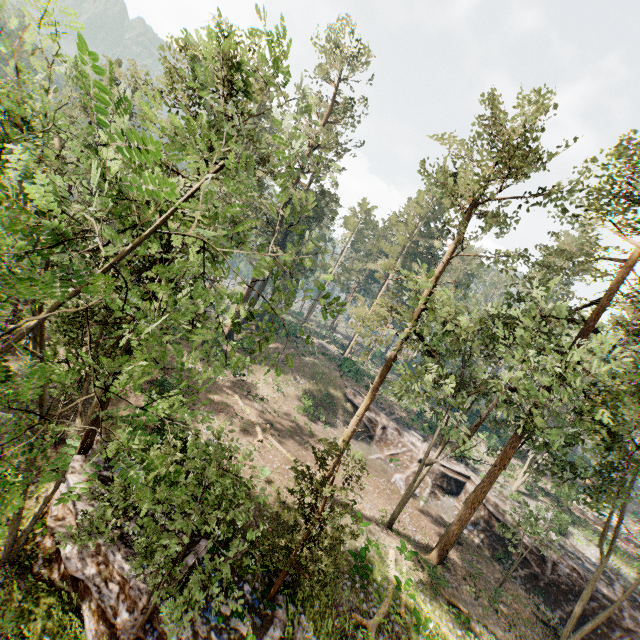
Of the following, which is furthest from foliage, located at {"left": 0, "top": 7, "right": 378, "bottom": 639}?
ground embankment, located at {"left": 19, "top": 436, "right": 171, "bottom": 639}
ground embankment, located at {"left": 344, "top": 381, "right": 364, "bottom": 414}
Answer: ground embankment, located at {"left": 344, "top": 381, "right": 364, "bottom": 414}

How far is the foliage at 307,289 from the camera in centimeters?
617cm

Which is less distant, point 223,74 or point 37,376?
point 37,376

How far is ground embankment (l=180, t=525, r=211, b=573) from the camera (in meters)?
14.42

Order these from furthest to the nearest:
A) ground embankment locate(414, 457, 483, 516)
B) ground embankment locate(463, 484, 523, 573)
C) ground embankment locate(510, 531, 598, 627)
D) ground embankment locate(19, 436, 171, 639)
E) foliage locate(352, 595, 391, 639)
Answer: ground embankment locate(414, 457, 483, 516) < ground embankment locate(463, 484, 523, 573) < ground embankment locate(510, 531, 598, 627) < foliage locate(352, 595, 391, 639) < ground embankment locate(19, 436, 171, 639)

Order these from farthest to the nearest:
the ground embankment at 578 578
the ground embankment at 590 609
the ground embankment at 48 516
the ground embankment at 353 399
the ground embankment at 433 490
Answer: the ground embankment at 353 399 < the ground embankment at 433 490 < the ground embankment at 578 578 < the ground embankment at 590 609 < the ground embankment at 48 516

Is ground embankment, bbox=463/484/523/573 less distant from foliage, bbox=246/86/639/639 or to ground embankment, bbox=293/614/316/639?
foliage, bbox=246/86/639/639
